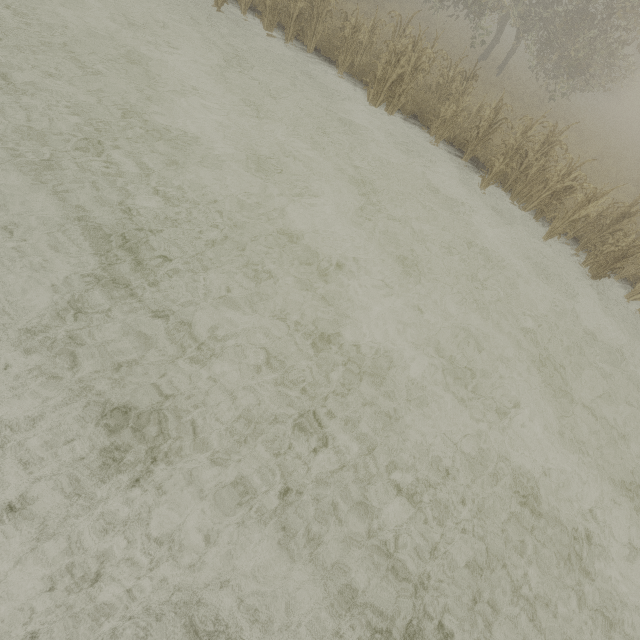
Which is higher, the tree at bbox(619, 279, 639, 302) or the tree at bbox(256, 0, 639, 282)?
the tree at bbox(256, 0, 639, 282)

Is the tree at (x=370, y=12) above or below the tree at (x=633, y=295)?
above

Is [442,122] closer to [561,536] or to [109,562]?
[561,536]
